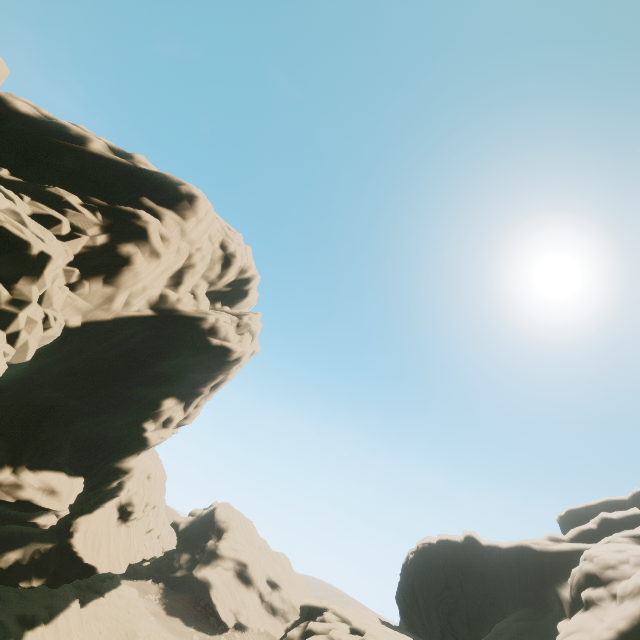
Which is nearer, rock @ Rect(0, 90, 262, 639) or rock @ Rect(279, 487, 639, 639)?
rock @ Rect(0, 90, 262, 639)

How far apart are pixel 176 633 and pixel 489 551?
59.9 meters

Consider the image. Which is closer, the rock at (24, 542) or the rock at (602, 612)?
the rock at (24, 542)
